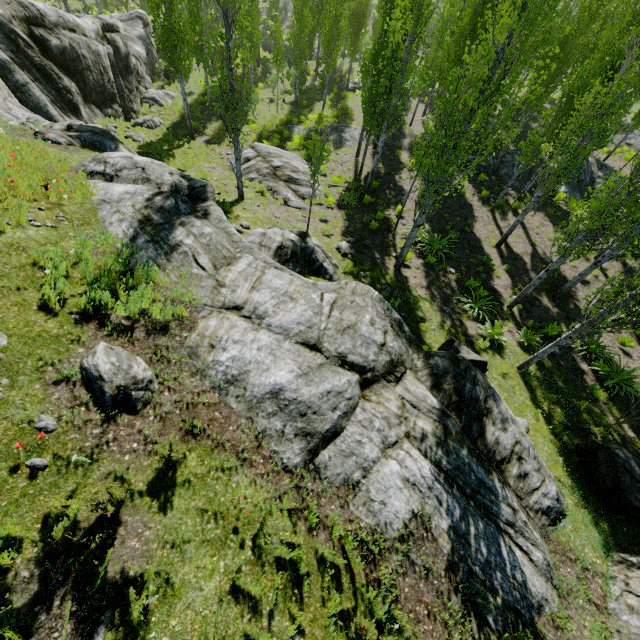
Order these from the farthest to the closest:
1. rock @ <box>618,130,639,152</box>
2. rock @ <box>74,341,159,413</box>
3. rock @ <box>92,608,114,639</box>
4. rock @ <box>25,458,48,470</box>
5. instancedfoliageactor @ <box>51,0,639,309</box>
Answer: rock @ <box>618,130,639,152</box>
instancedfoliageactor @ <box>51,0,639,309</box>
rock @ <box>74,341,159,413</box>
rock @ <box>25,458,48,470</box>
rock @ <box>92,608,114,639</box>

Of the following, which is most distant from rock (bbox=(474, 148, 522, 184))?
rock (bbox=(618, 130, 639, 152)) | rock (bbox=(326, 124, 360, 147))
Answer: rock (bbox=(618, 130, 639, 152))

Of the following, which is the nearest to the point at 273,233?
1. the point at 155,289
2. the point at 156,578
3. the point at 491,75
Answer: the point at 155,289

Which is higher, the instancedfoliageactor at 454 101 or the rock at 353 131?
the instancedfoliageactor at 454 101

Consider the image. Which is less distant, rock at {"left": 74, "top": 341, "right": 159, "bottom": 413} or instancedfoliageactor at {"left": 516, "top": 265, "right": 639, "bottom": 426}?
rock at {"left": 74, "top": 341, "right": 159, "bottom": 413}

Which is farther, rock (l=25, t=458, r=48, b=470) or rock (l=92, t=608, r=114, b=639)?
rock (l=25, t=458, r=48, b=470)

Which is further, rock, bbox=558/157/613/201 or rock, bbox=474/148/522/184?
rock, bbox=474/148/522/184

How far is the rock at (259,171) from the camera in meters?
15.8 m
